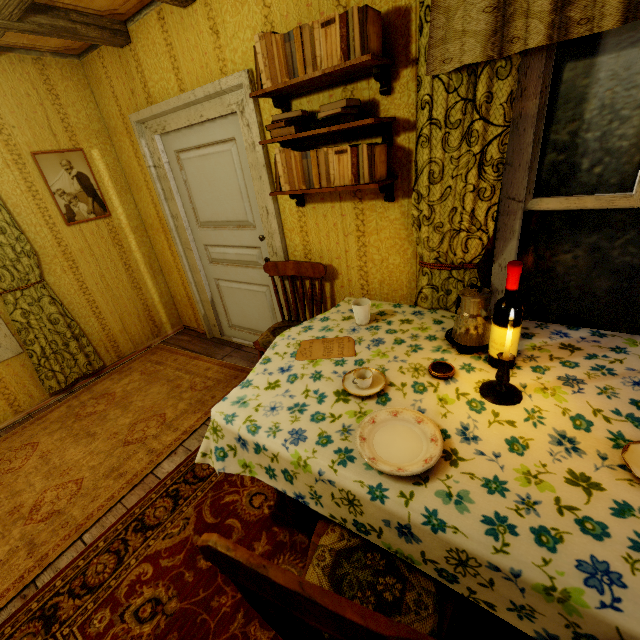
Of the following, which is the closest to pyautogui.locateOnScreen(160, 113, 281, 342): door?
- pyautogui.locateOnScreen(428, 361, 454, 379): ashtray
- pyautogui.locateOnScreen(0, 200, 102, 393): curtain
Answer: pyautogui.locateOnScreen(0, 200, 102, 393): curtain

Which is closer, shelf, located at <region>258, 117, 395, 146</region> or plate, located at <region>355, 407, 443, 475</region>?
plate, located at <region>355, 407, 443, 475</region>

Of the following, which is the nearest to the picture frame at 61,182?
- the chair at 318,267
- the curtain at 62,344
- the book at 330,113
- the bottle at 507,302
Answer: the curtain at 62,344

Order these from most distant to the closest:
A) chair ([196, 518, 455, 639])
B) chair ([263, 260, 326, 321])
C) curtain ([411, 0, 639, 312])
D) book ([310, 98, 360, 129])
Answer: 1. chair ([263, 260, 326, 321])
2. book ([310, 98, 360, 129])
3. curtain ([411, 0, 639, 312])
4. chair ([196, 518, 455, 639])

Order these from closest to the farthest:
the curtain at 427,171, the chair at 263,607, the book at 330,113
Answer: the chair at 263,607 → the curtain at 427,171 → the book at 330,113

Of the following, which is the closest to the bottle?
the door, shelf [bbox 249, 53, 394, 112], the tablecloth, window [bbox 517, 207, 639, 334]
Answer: the tablecloth

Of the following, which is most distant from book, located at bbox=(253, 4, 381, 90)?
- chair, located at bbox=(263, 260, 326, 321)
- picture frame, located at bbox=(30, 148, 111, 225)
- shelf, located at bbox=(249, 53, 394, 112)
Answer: picture frame, located at bbox=(30, 148, 111, 225)

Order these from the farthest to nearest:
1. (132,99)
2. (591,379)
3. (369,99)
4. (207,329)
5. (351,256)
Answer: (207,329) → (132,99) → (351,256) → (369,99) → (591,379)
